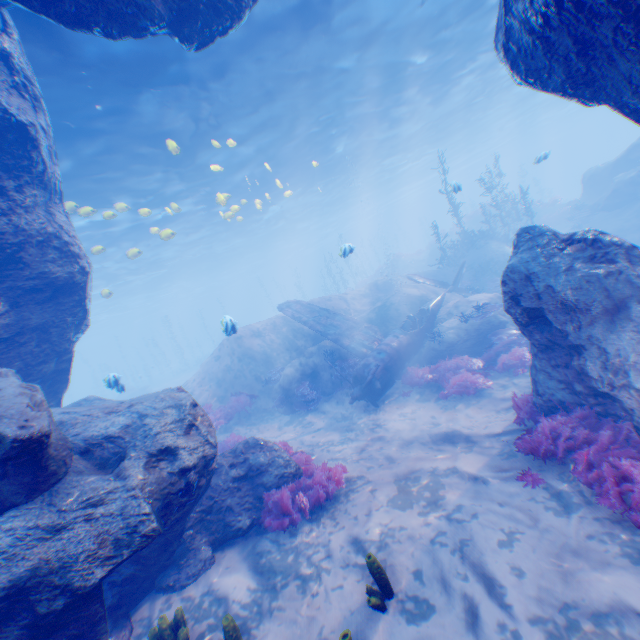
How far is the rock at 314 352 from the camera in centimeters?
1434cm

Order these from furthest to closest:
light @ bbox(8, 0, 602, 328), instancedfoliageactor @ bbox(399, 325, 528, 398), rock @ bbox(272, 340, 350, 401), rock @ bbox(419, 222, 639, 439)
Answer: rock @ bbox(272, 340, 350, 401), light @ bbox(8, 0, 602, 328), instancedfoliageactor @ bbox(399, 325, 528, 398), rock @ bbox(419, 222, 639, 439)

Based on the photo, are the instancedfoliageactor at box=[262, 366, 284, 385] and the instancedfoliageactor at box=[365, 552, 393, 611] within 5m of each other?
no

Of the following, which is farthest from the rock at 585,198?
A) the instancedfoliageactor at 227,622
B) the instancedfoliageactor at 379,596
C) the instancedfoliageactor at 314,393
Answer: the instancedfoliageactor at 379,596

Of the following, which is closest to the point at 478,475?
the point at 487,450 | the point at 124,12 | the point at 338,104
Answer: the point at 487,450

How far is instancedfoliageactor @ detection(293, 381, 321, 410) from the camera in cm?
1337

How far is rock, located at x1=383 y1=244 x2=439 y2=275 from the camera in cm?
3253

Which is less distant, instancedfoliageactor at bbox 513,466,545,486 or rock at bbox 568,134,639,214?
instancedfoliageactor at bbox 513,466,545,486
